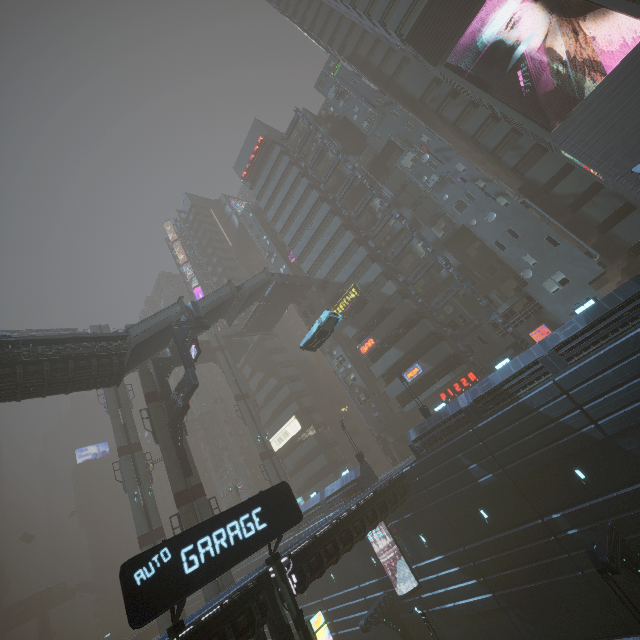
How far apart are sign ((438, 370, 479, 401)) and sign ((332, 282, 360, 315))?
14.2 meters

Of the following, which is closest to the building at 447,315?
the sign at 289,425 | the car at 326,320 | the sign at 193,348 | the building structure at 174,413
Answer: the sign at 289,425

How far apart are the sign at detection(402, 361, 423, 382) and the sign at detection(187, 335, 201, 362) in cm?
2148

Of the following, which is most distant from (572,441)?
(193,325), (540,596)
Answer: (193,325)

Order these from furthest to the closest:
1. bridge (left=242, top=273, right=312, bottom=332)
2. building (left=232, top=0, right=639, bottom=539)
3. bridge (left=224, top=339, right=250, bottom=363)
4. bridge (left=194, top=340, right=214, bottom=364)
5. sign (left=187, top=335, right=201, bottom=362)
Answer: bridge (left=224, top=339, right=250, bottom=363), bridge (left=194, top=340, right=214, bottom=364), bridge (left=242, top=273, right=312, bottom=332), sign (left=187, top=335, right=201, bottom=362), building (left=232, top=0, right=639, bottom=539)

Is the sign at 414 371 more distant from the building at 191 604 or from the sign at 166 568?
the sign at 166 568

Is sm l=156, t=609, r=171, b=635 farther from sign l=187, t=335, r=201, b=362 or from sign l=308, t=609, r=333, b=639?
sign l=308, t=609, r=333, b=639

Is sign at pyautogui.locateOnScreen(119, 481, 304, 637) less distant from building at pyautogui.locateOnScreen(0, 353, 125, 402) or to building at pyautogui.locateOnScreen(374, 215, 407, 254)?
building at pyautogui.locateOnScreen(374, 215, 407, 254)
